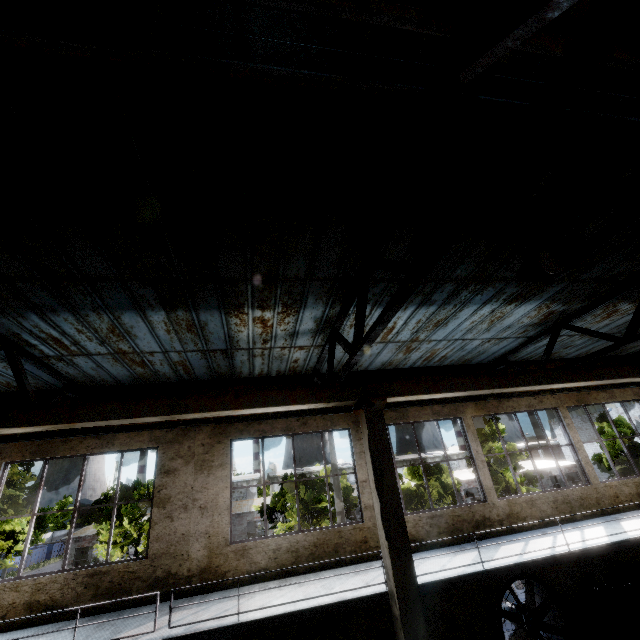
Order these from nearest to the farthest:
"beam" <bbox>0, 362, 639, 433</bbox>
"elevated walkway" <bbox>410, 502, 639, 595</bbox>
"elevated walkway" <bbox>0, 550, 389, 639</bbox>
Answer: "elevated walkway" <bbox>0, 550, 389, 639</bbox> → "beam" <bbox>0, 362, 639, 433</bbox> → "elevated walkway" <bbox>410, 502, 639, 595</bbox>

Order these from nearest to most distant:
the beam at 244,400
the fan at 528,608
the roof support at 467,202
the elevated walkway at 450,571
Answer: the roof support at 467,202 < the beam at 244,400 < the elevated walkway at 450,571 < the fan at 528,608

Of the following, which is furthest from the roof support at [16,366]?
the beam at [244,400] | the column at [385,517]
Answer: the column at [385,517]

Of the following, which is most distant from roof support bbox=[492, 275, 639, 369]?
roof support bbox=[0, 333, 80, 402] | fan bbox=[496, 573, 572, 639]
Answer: roof support bbox=[0, 333, 80, 402]

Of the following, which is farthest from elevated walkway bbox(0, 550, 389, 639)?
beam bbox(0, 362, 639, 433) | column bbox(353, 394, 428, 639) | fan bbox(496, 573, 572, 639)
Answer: beam bbox(0, 362, 639, 433)

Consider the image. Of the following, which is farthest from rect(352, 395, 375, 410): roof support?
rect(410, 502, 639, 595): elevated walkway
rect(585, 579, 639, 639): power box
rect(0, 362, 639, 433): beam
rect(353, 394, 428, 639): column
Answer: rect(585, 579, 639, 639): power box

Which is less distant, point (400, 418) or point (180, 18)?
point (180, 18)

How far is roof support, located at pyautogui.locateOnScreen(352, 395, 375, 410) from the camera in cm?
582
